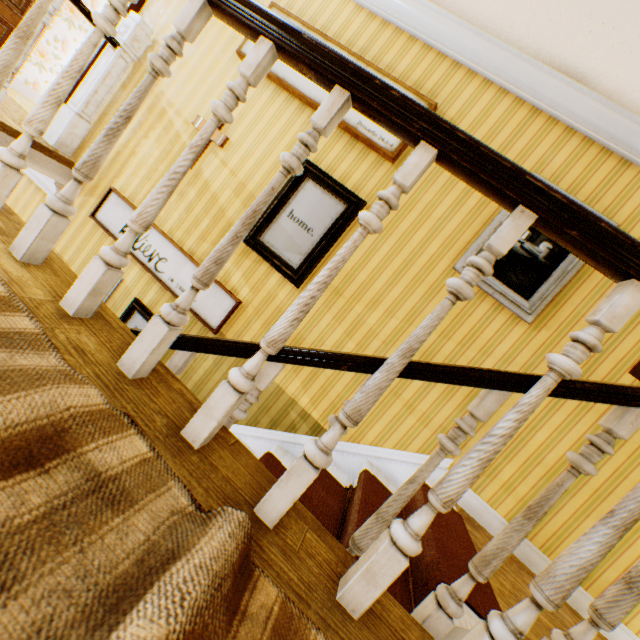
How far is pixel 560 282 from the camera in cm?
255

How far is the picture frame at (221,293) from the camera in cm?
311

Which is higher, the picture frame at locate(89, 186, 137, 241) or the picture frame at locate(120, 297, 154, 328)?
the picture frame at locate(89, 186, 137, 241)

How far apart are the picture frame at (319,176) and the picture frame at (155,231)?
0.4m

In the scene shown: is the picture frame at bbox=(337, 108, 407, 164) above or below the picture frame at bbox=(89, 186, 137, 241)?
above

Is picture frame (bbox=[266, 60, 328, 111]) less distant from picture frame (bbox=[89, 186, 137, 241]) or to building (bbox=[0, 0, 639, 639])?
building (bbox=[0, 0, 639, 639])

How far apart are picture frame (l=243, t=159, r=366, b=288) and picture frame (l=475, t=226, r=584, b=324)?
1.0m

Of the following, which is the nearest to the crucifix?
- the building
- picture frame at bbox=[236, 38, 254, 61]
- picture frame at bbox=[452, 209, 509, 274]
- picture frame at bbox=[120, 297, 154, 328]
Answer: the building
